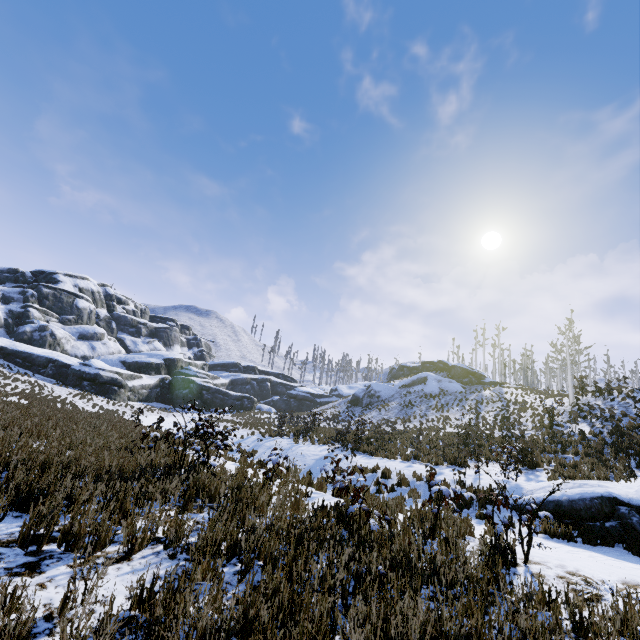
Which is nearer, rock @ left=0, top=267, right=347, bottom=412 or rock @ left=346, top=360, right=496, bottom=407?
rock @ left=0, top=267, right=347, bottom=412

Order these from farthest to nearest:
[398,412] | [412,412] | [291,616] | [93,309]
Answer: [93,309] < [398,412] < [412,412] < [291,616]

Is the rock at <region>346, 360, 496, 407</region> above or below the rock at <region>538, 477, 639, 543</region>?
above

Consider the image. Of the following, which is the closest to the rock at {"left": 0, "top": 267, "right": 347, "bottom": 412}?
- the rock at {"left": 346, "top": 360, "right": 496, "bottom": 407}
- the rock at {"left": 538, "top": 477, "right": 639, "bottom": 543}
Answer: the rock at {"left": 346, "top": 360, "right": 496, "bottom": 407}

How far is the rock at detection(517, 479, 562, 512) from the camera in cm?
927

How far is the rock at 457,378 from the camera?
41.1m

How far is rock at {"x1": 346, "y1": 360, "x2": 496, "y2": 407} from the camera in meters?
41.1

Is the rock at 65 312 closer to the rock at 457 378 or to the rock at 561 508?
the rock at 457 378
